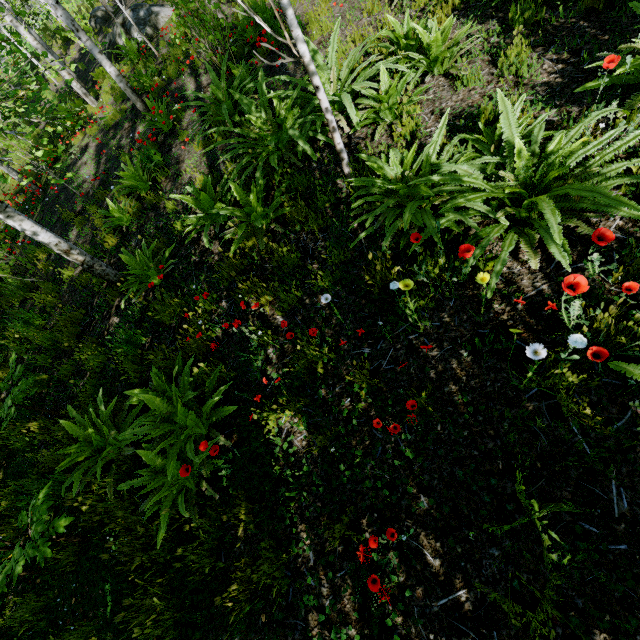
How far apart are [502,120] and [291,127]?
2.8 meters

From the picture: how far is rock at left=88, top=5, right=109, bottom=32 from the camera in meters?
17.3 m

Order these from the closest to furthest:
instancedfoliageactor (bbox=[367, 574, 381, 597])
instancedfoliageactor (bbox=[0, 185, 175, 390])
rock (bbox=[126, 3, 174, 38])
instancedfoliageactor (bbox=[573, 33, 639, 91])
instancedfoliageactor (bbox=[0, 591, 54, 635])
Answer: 1. instancedfoliageactor (bbox=[367, 574, 381, 597])
2. instancedfoliageactor (bbox=[573, 33, 639, 91])
3. instancedfoliageactor (bbox=[0, 591, 54, 635])
4. instancedfoliageactor (bbox=[0, 185, 175, 390])
5. rock (bbox=[126, 3, 174, 38])

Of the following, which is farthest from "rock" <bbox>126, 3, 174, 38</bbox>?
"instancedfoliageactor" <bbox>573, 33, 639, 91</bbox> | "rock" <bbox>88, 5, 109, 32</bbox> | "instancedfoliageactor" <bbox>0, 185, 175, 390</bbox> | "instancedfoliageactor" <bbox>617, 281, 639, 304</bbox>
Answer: "instancedfoliageactor" <bbox>617, 281, 639, 304</bbox>

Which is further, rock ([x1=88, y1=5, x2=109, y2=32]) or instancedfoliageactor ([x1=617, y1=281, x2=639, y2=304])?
rock ([x1=88, y1=5, x2=109, y2=32])

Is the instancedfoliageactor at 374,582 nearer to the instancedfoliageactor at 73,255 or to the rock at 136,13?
the instancedfoliageactor at 73,255

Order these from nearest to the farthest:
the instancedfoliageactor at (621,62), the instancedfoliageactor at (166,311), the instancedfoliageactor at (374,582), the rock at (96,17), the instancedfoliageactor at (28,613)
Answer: the instancedfoliageactor at (374,582)
the instancedfoliageactor at (621,62)
the instancedfoliageactor at (28,613)
the instancedfoliageactor at (166,311)
the rock at (96,17)

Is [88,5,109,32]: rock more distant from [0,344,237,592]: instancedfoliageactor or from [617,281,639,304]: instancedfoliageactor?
[617,281,639,304]: instancedfoliageactor
